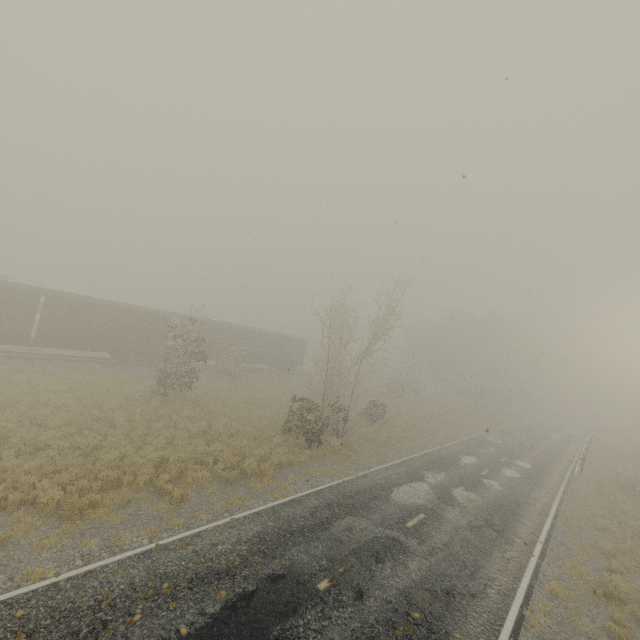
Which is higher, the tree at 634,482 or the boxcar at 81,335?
the boxcar at 81,335

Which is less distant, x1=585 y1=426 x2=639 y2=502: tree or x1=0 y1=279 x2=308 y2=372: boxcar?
x1=0 y1=279 x2=308 y2=372: boxcar

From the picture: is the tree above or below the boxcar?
below

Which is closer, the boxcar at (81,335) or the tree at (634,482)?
the boxcar at (81,335)

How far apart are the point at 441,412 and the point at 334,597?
35.5 meters
